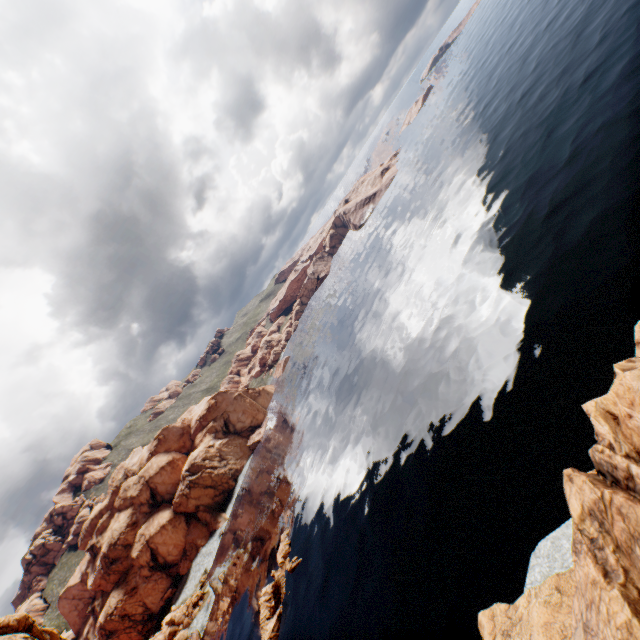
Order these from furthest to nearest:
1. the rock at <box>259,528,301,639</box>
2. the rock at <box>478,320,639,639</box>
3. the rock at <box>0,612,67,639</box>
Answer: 1. the rock at <box>259,528,301,639</box>
2. the rock at <box>0,612,67,639</box>
3. the rock at <box>478,320,639,639</box>

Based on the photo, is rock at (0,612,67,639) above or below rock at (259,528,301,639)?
above

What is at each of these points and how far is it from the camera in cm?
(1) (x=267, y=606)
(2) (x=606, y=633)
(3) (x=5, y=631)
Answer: (1) rock, 4512
(2) rock, 957
(3) rock, 3644

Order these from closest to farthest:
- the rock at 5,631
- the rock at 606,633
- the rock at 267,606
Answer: the rock at 606,633
the rock at 5,631
the rock at 267,606

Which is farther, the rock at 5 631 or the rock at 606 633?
the rock at 5 631

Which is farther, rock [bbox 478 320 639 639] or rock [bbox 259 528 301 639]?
rock [bbox 259 528 301 639]
